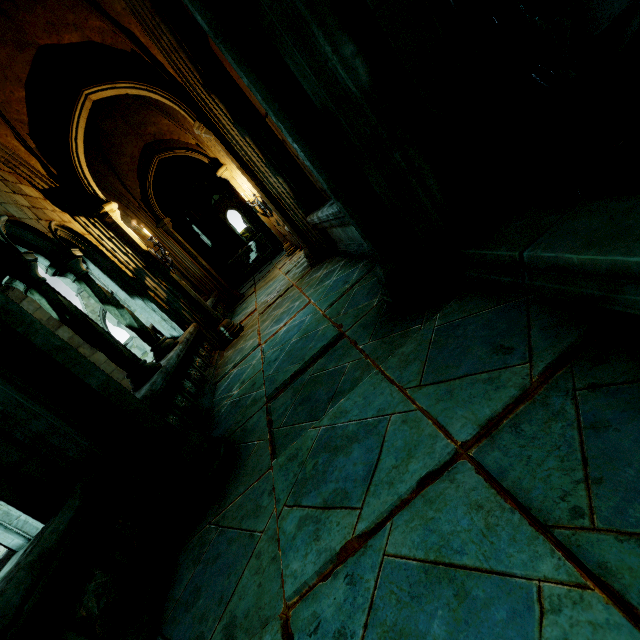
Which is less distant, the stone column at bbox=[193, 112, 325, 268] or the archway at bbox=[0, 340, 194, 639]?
the archway at bbox=[0, 340, 194, 639]

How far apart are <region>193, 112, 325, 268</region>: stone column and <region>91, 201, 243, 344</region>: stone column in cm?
185

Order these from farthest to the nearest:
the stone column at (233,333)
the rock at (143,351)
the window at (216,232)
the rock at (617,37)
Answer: the rock at (143,351), the window at (216,232), the stone column at (233,333), the rock at (617,37)

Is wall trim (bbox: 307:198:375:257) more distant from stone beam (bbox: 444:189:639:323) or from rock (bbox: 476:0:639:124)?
rock (bbox: 476:0:639:124)

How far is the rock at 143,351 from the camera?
27.09m

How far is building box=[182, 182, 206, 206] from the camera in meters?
26.2 m

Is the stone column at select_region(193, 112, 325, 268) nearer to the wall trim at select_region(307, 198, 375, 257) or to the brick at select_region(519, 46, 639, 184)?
the wall trim at select_region(307, 198, 375, 257)

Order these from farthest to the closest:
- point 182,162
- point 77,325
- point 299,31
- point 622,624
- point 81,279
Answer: point 182,162
point 81,279
point 77,325
point 299,31
point 622,624
